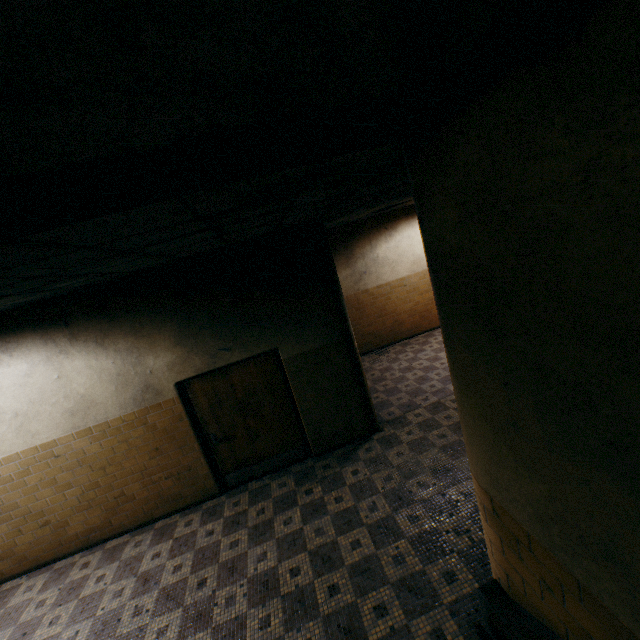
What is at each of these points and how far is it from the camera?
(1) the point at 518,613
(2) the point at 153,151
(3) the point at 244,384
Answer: (1) stairs, 1.89m
(2) stairs, 1.01m
(3) door, 5.44m

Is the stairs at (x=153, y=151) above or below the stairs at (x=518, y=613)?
above

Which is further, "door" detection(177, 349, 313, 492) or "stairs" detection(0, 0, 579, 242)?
"door" detection(177, 349, 313, 492)

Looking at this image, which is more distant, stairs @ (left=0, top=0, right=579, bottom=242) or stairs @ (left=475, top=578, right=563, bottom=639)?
stairs @ (left=475, top=578, right=563, bottom=639)

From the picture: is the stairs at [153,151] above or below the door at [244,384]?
above

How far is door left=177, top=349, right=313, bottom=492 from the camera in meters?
5.3 m

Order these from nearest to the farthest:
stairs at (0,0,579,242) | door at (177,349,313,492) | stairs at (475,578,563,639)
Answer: stairs at (0,0,579,242) → stairs at (475,578,563,639) → door at (177,349,313,492)
